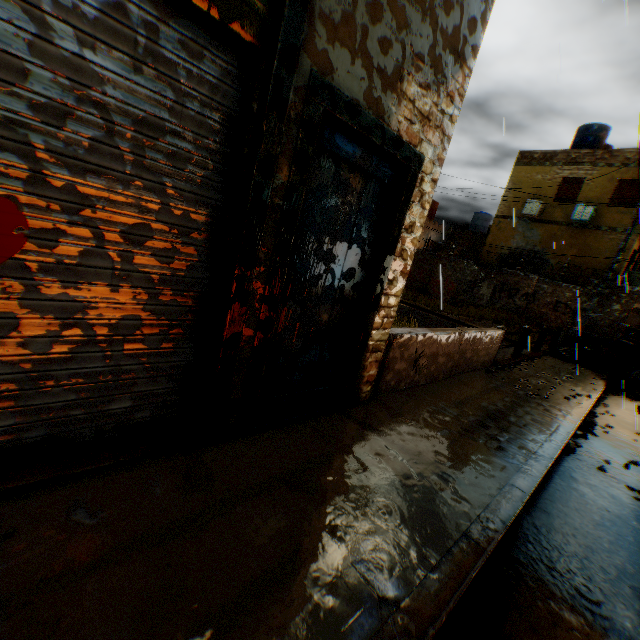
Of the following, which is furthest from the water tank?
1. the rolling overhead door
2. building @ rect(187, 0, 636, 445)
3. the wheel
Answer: the wheel

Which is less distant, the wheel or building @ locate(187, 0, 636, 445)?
building @ locate(187, 0, 636, 445)

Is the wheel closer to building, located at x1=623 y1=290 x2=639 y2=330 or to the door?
building, located at x1=623 y1=290 x2=639 y2=330

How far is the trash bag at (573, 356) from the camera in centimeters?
1054cm

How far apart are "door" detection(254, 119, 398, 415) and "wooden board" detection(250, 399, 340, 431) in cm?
1

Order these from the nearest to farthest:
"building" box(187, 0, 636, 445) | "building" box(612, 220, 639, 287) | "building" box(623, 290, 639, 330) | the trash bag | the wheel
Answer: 1. "building" box(187, 0, 636, 445)
2. the wheel
3. the trash bag
4. "building" box(612, 220, 639, 287)
5. "building" box(623, 290, 639, 330)

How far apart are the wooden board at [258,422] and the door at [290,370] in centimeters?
1cm

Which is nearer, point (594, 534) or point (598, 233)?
point (594, 534)
